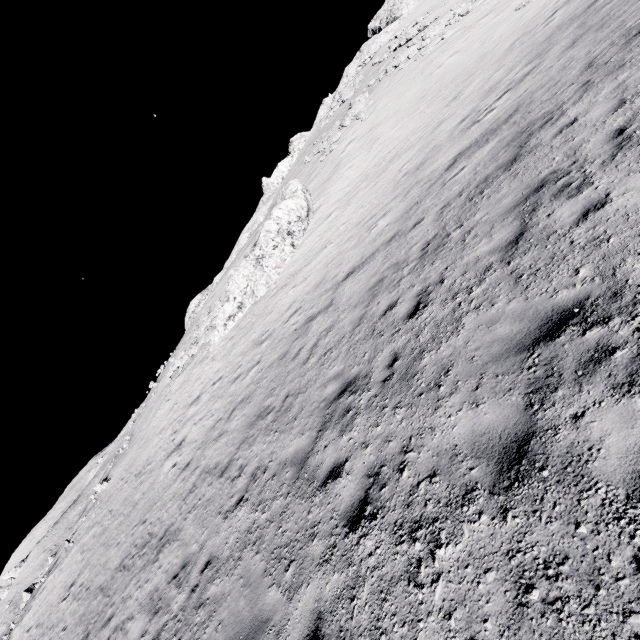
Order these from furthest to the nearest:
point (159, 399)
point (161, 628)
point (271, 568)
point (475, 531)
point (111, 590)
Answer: point (159, 399)
point (111, 590)
point (161, 628)
point (271, 568)
point (475, 531)

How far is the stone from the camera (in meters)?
20.70

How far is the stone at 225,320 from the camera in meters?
20.7
